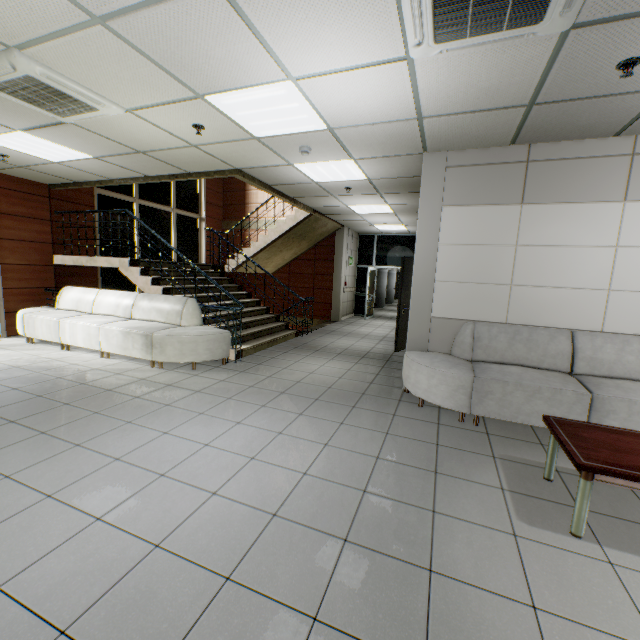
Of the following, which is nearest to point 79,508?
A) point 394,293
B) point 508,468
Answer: point 508,468

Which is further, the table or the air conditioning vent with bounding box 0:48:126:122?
the air conditioning vent with bounding box 0:48:126:122

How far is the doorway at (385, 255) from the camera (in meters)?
12.09

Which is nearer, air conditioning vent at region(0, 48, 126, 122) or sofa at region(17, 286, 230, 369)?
air conditioning vent at region(0, 48, 126, 122)

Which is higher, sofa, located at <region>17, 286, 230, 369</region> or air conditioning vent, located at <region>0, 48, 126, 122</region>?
air conditioning vent, located at <region>0, 48, 126, 122</region>

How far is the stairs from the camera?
6.2m

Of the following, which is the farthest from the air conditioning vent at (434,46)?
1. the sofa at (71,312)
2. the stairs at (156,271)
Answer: the sofa at (71,312)

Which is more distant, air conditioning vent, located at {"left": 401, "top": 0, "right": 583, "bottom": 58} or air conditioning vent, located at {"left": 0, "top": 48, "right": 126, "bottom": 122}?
air conditioning vent, located at {"left": 0, "top": 48, "right": 126, "bottom": 122}
